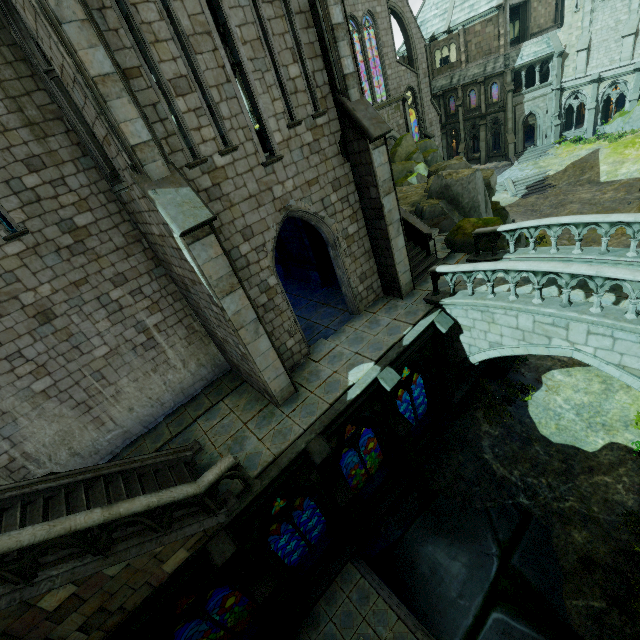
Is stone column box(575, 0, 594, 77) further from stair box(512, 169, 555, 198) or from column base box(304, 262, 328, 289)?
column base box(304, 262, 328, 289)

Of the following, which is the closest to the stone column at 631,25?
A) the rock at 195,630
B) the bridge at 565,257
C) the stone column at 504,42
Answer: the stone column at 504,42

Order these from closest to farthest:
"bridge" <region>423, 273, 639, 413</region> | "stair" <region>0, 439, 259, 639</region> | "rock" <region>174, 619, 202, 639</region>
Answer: "stair" <region>0, 439, 259, 639</region>
"bridge" <region>423, 273, 639, 413</region>
"rock" <region>174, 619, 202, 639</region>

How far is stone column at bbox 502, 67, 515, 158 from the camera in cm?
3404

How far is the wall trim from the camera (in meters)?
17.44

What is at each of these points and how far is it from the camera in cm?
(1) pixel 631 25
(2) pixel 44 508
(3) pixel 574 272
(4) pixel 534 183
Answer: (1) stone column, 2845
(2) stair, 726
(3) bridge railing, 809
(4) stair, 3177

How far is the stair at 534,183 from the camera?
31.0 meters

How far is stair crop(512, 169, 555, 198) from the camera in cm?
3095
